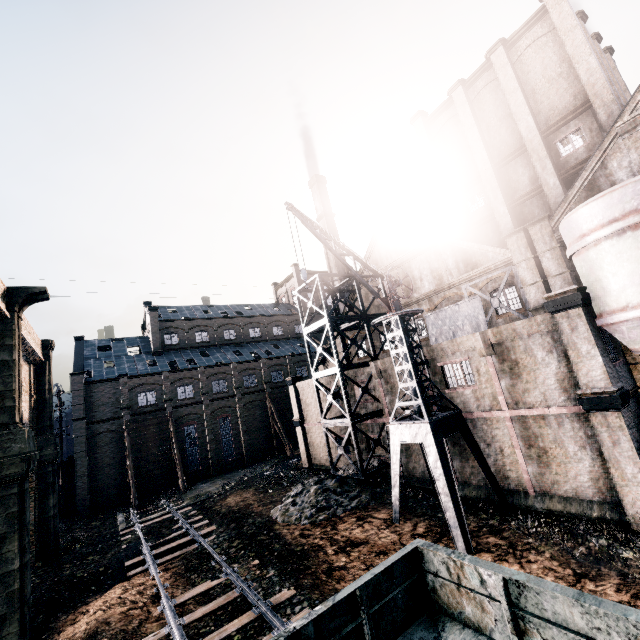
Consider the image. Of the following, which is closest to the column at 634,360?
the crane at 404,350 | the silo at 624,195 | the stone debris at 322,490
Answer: the silo at 624,195

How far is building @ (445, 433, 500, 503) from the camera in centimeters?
1847cm

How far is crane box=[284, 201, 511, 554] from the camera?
15.4 meters

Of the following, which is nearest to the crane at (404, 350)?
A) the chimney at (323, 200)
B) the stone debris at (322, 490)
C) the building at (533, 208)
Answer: the building at (533, 208)

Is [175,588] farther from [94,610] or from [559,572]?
[559,572]

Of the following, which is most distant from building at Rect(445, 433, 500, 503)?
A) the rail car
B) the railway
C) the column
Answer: the railway

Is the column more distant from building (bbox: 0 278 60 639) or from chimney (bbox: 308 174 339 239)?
chimney (bbox: 308 174 339 239)

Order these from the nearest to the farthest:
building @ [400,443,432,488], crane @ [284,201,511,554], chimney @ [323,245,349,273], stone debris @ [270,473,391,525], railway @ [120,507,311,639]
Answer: railway @ [120,507,311,639]
crane @ [284,201,511,554]
stone debris @ [270,473,391,525]
building @ [400,443,432,488]
chimney @ [323,245,349,273]
